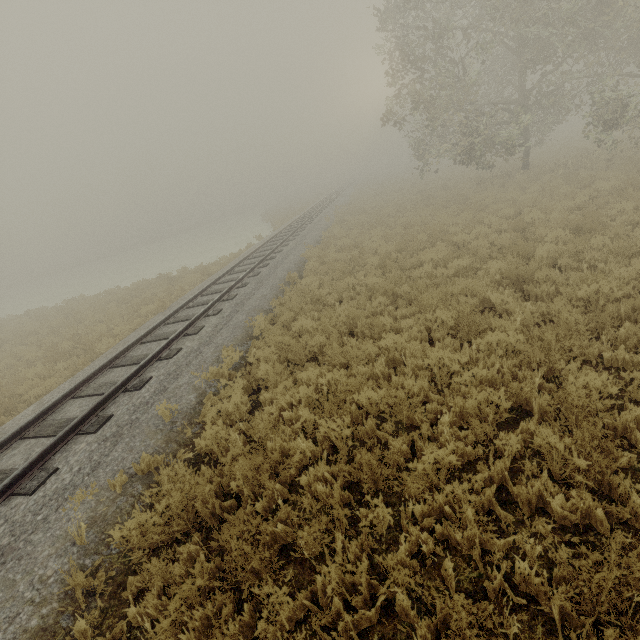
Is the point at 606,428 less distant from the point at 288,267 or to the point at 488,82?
the point at 288,267
